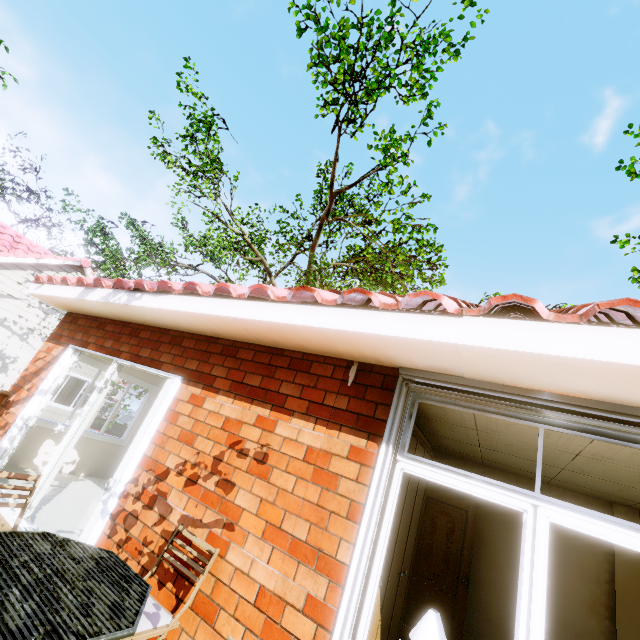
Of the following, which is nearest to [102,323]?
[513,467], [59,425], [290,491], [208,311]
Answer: [59,425]

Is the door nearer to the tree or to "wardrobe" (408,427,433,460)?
"wardrobe" (408,427,433,460)

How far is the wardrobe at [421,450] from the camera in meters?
3.3

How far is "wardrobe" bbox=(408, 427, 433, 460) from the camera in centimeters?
326cm

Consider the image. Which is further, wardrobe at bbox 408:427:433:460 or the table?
wardrobe at bbox 408:427:433:460

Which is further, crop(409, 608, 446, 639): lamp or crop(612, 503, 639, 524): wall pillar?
crop(612, 503, 639, 524): wall pillar

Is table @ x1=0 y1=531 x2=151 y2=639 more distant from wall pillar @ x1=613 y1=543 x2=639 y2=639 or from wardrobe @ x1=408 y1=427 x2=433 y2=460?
wall pillar @ x1=613 y1=543 x2=639 y2=639

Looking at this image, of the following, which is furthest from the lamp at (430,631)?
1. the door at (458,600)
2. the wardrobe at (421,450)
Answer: the door at (458,600)
